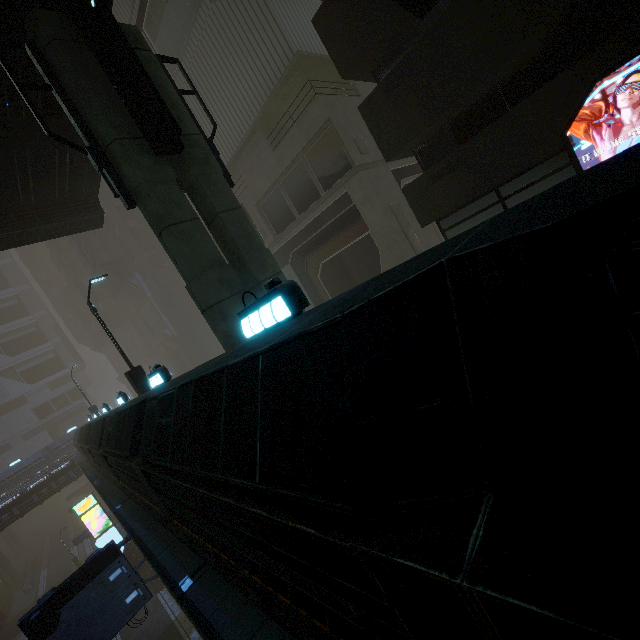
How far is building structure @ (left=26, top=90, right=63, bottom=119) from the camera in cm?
862

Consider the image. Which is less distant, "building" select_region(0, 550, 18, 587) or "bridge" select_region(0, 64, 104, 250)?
"bridge" select_region(0, 64, 104, 250)

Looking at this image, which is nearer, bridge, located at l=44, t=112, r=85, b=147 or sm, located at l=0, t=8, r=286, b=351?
sm, located at l=0, t=8, r=286, b=351

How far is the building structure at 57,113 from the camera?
8.6m

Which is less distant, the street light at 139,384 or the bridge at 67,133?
the bridge at 67,133

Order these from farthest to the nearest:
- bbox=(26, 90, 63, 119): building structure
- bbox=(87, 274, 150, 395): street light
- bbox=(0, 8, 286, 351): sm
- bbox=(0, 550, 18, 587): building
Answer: bbox=(0, 550, 18, 587): building
bbox=(87, 274, 150, 395): street light
bbox=(26, 90, 63, 119): building structure
bbox=(0, 8, 286, 351): sm

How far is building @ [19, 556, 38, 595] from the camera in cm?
3841

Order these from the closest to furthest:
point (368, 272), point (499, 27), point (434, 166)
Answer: point (499, 27)
point (434, 166)
point (368, 272)
